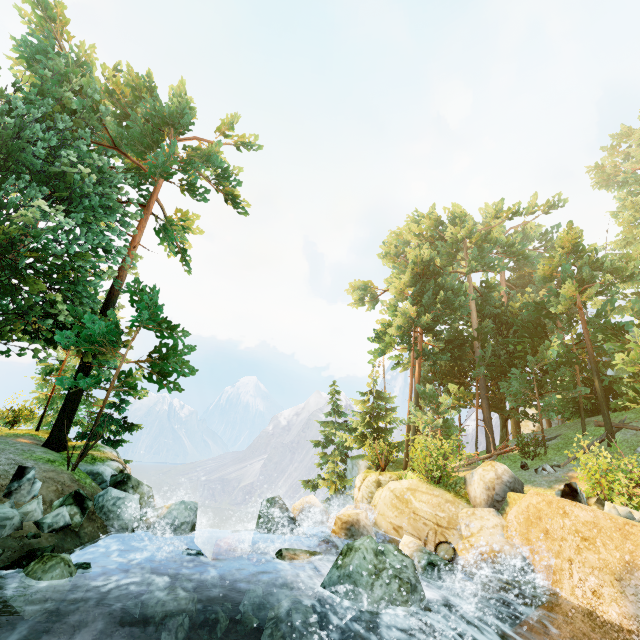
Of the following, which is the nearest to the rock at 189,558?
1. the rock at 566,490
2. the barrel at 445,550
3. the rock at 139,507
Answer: the barrel at 445,550

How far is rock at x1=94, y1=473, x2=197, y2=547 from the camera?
9.7 meters

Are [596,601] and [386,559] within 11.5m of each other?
yes

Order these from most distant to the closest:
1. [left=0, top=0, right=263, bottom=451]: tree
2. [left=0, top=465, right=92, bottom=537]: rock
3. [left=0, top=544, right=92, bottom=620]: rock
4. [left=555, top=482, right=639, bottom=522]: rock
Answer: [left=0, top=0, right=263, bottom=451]: tree → [left=555, top=482, right=639, bottom=522]: rock → [left=0, top=465, right=92, bottom=537]: rock → [left=0, top=544, right=92, bottom=620]: rock

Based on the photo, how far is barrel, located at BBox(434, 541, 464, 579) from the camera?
9.33m

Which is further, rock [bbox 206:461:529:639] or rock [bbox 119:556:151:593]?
rock [bbox 119:556:151:593]

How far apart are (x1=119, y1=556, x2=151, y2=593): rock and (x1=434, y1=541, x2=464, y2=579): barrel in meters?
8.0 m

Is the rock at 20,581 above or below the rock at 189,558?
above
